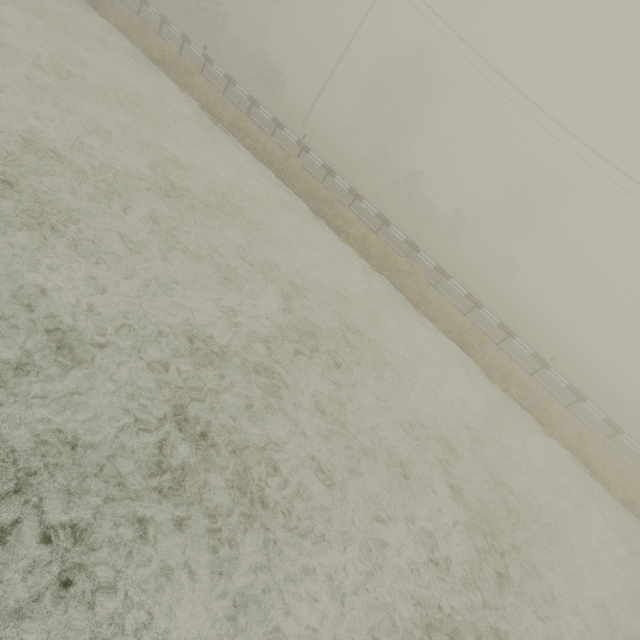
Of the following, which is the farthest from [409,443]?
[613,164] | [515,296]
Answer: [515,296]
